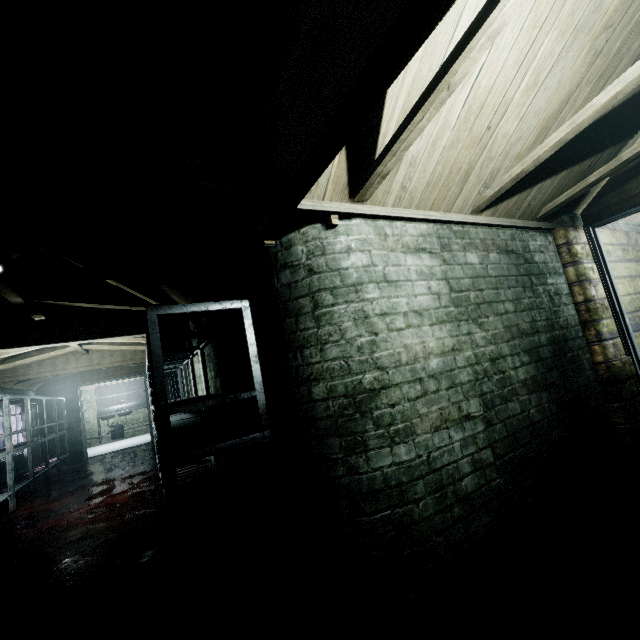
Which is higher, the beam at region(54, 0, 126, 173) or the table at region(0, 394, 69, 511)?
the beam at region(54, 0, 126, 173)

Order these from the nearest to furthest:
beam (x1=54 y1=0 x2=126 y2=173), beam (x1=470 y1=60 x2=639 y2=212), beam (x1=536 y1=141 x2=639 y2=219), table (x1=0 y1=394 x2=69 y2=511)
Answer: beam (x1=54 y1=0 x2=126 y2=173) < beam (x1=470 y1=60 x2=639 y2=212) < beam (x1=536 y1=141 x2=639 y2=219) < table (x1=0 y1=394 x2=69 y2=511)

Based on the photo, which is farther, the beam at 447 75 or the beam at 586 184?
the beam at 586 184

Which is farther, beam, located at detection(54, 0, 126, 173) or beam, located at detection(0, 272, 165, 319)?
beam, located at detection(0, 272, 165, 319)

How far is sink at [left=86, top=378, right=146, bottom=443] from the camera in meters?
11.2 m

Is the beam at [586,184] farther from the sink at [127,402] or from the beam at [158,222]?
the sink at [127,402]

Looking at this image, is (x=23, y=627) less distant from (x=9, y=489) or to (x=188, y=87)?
(x=188, y=87)

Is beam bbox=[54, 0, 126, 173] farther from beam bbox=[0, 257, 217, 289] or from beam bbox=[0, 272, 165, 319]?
beam bbox=[0, 272, 165, 319]
